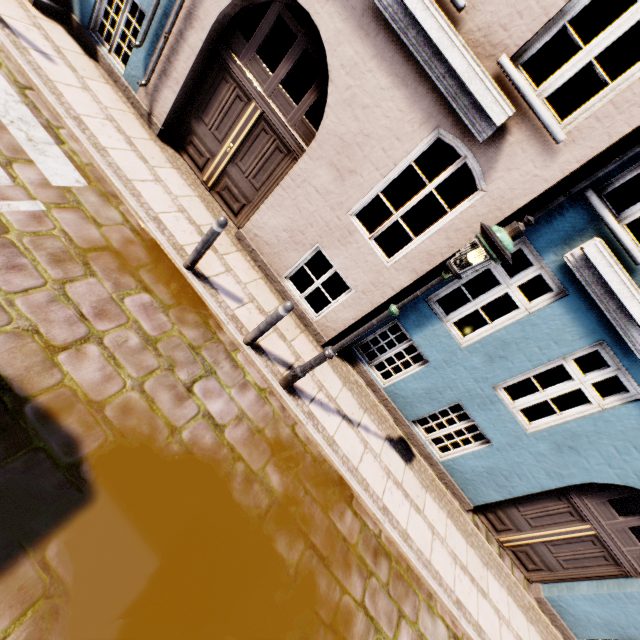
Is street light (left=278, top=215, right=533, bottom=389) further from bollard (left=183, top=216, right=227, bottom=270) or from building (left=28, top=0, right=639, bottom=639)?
bollard (left=183, top=216, right=227, bottom=270)

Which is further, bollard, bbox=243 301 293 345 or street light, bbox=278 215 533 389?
bollard, bbox=243 301 293 345

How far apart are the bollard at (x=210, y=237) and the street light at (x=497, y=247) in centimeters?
221cm

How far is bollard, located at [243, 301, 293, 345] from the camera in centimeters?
448cm

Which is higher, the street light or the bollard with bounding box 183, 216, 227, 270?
the street light

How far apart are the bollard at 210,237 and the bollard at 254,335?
1.33m

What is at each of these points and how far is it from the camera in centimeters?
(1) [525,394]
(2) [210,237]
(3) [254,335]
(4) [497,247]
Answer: (1) building, 1485cm
(2) bollard, 458cm
(3) bollard, 486cm
(4) street light, 307cm

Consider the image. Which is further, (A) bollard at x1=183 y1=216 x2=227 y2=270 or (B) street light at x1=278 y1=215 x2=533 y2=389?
(A) bollard at x1=183 y1=216 x2=227 y2=270
